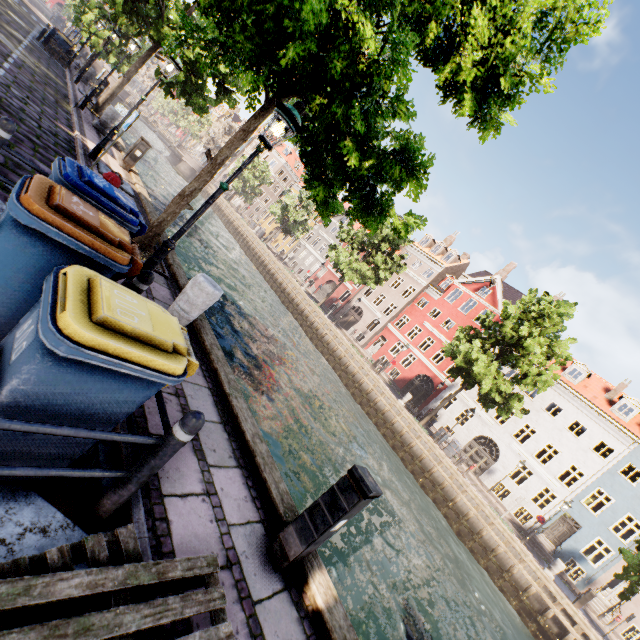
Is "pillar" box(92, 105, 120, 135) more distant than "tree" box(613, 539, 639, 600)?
No

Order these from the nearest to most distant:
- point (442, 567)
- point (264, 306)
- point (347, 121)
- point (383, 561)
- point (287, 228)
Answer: point (347, 121)
point (383, 561)
point (442, 567)
point (264, 306)
point (287, 228)

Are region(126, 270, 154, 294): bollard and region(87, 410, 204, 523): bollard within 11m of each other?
yes

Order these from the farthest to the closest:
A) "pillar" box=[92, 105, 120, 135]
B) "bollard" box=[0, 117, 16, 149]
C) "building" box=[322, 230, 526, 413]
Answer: "building" box=[322, 230, 526, 413]
"pillar" box=[92, 105, 120, 135]
"bollard" box=[0, 117, 16, 149]

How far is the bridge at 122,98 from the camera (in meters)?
40.46

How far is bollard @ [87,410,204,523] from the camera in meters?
2.3

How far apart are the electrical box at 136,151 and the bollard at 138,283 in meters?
10.2 m

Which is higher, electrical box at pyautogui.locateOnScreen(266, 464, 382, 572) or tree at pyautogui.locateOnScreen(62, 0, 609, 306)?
tree at pyautogui.locateOnScreen(62, 0, 609, 306)
